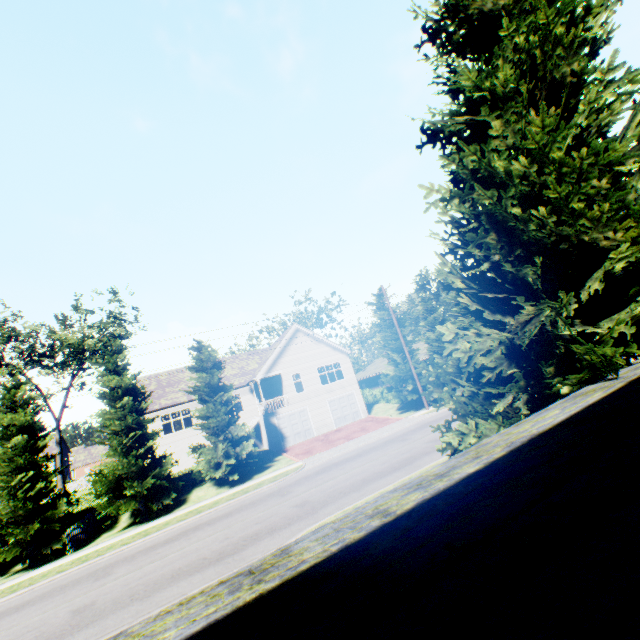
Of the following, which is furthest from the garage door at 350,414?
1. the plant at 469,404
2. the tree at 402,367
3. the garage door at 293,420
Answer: the plant at 469,404

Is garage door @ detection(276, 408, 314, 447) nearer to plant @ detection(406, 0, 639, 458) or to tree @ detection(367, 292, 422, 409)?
tree @ detection(367, 292, 422, 409)

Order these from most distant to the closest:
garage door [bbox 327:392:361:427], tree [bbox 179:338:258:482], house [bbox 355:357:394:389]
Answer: house [bbox 355:357:394:389]
garage door [bbox 327:392:361:427]
tree [bbox 179:338:258:482]

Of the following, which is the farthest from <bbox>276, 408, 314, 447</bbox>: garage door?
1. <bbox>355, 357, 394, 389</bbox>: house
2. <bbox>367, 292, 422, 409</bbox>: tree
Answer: <bbox>355, 357, 394, 389</bbox>: house

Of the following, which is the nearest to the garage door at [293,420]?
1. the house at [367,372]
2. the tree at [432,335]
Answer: the tree at [432,335]

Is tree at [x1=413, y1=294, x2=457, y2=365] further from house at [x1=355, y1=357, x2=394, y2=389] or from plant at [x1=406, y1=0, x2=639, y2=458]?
plant at [x1=406, y1=0, x2=639, y2=458]

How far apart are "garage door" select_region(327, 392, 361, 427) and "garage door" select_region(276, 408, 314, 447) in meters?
2.2

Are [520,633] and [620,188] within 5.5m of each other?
no
